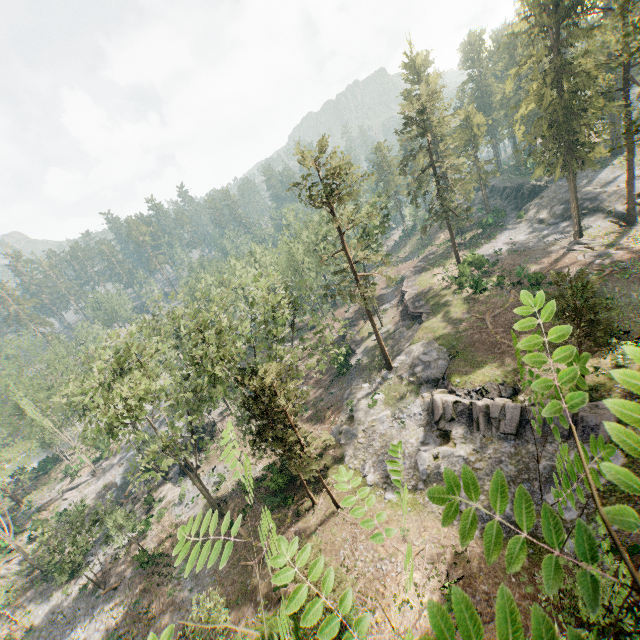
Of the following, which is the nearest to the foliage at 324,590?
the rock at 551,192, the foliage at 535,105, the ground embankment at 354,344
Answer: the foliage at 535,105

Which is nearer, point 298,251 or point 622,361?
point 622,361

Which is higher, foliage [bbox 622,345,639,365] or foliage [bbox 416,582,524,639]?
foliage [bbox 622,345,639,365]

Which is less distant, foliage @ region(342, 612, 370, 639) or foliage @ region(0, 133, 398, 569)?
foliage @ region(342, 612, 370, 639)

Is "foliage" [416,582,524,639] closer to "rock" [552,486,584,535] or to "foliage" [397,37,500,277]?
"foliage" [397,37,500,277]

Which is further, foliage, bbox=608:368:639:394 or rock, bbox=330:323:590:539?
rock, bbox=330:323:590:539

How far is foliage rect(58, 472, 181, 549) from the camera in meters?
28.9

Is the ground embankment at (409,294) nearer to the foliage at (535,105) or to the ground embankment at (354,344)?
the foliage at (535,105)
